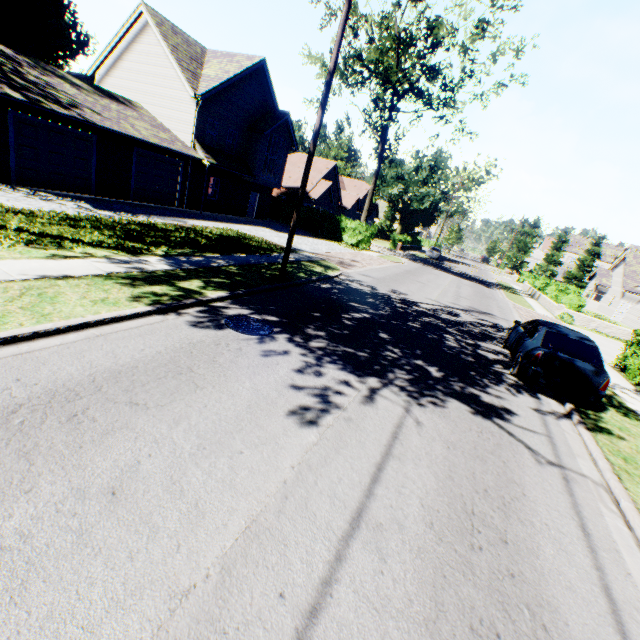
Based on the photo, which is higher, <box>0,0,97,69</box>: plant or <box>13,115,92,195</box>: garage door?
<box>0,0,97,69</box>: plant

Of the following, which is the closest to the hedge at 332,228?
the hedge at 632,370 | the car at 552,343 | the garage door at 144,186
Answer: the garage door at 144,186

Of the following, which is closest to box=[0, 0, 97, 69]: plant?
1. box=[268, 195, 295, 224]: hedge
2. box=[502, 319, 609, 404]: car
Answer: box=[268, 195, 295, 224]: hedge

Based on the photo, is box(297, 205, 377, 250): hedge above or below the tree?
below

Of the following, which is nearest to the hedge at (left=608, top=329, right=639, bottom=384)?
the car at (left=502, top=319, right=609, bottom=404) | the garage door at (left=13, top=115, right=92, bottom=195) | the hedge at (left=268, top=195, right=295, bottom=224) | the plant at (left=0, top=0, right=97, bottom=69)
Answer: the car at (left=502, top=319, right=609, bottom=404)

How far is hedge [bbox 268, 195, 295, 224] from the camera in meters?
32.5 m

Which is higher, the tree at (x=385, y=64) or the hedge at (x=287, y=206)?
the tree at (x=385, y=64)

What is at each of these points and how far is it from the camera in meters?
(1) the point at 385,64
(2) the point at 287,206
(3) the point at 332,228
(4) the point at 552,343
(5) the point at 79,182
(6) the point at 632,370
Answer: (1) tree, 23.4 m
(2) hedge, 33.5 m
(3) hedge, 30.9 m
(4) car, 8.6 m
(5) garage door, 16.4 m
(6) hedge, 12.1 m
